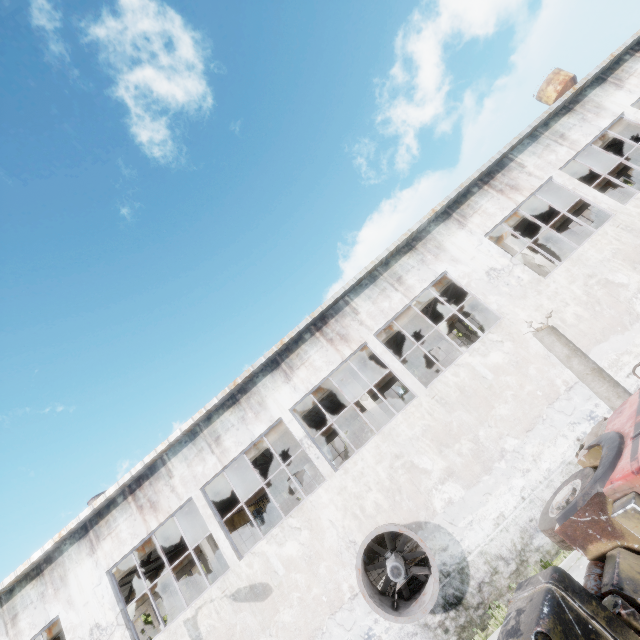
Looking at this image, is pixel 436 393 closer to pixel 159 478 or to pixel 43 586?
pixel 159 478

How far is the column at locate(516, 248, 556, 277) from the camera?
14.2m

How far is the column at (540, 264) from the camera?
14.2 meters

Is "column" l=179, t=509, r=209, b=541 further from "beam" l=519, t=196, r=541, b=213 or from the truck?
the truck

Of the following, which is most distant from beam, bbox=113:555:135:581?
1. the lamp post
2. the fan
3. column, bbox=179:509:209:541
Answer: the lamp post

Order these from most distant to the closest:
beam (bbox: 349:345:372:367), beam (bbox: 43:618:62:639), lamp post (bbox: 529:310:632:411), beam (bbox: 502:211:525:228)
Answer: beam (bbox: 502:211:525:228), beam (bbox: 349:345:372:367), beam (bbox: 43:618:62:639), lamp post (bbox: 529:310:632:411)

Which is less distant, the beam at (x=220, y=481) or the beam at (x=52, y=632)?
the beam at (x=52, y=632)

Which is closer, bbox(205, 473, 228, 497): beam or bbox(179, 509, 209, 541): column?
bbox(179, 509, 209, 541): column
